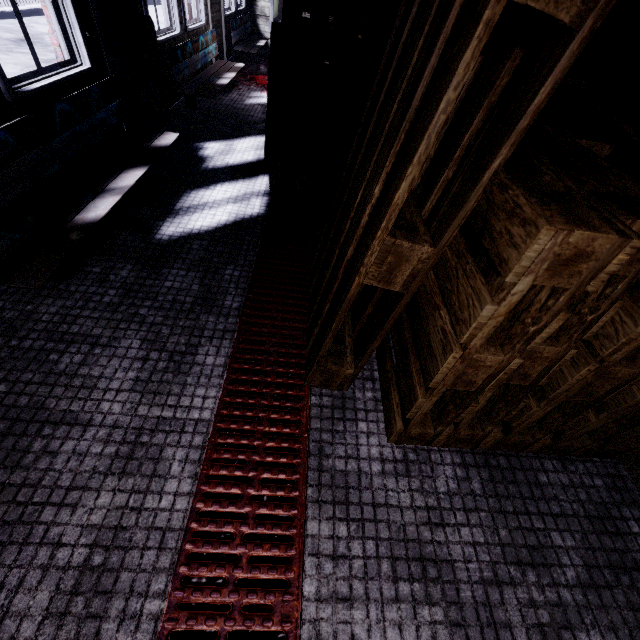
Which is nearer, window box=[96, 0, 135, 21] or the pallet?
the pallet

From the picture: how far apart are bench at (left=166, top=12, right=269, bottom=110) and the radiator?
0.2 meters

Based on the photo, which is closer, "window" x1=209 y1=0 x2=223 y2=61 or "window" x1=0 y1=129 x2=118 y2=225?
"window" x1=0 y1=129 x2=118 y2=225

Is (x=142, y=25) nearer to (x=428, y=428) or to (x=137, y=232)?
(x=137, y=232)

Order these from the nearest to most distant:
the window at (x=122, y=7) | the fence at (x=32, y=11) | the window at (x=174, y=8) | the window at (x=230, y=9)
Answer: the window at (x=122, y=7)
the window at (x=174, y=8)
the window at (x=230, y=9)
the fence at (x=32, y=11)

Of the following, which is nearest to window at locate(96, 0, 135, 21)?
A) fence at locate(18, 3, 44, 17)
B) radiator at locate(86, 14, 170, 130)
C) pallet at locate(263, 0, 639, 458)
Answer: radiator at locate(86, 14, 170, 130)

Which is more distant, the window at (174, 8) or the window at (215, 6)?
the window at (215, 6)

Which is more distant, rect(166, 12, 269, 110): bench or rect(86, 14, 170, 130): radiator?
rect(166, 12, 269, 110): bench
